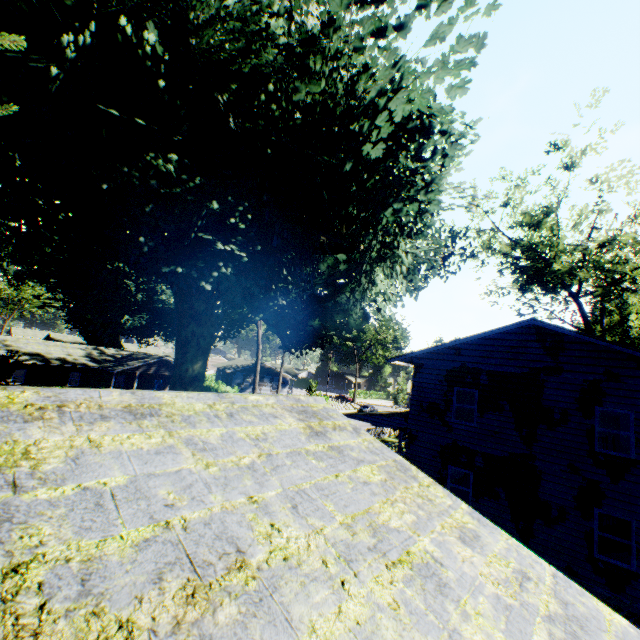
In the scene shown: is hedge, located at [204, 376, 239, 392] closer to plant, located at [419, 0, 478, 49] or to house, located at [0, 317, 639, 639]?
plant, located at [419, 0, 478, 49]

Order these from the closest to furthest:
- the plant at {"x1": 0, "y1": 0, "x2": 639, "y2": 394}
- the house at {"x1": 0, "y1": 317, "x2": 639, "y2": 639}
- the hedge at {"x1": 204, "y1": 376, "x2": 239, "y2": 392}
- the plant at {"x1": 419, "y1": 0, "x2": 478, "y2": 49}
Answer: the house at {"x1": 0, "y1": 317, "x2": 639, "y2": 639}
the plant at {"x1": 0, "y1": 0, "x2": 639, "y2": 394}
the plant at {"x1": 419, "y1": 0, "x2": 478, "y2": 49}
the hedge at {"x1": 204, "y1": 376, "x2": 239, "y2": 392}

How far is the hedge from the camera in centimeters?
4165cm

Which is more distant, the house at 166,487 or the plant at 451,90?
the plant at 451,90

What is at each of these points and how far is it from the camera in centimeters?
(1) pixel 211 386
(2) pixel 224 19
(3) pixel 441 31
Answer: (1) hedge, 4447cm
(2) plant, 719cm
(3) plant, 864cm

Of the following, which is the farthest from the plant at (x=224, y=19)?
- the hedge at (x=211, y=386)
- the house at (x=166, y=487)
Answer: the hedge at (x=211, y=386)

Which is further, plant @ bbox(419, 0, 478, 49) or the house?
plant @ bbox(419, 0, 478, 49)
